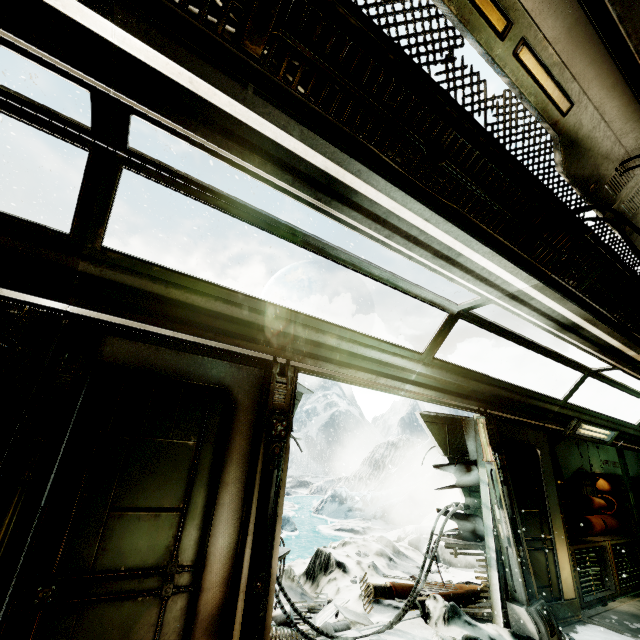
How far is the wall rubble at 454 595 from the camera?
4.5m

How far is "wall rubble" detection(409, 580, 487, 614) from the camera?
4.5m

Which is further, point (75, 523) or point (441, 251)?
point (441, 251)

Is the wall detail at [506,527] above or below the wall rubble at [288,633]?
above

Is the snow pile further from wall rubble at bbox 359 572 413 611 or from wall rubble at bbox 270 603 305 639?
wall rubble at bbox 270 603 305 639

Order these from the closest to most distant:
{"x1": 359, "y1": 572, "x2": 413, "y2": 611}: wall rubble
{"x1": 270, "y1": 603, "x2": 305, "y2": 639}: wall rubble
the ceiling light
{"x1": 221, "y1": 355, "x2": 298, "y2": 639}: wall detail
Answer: {"x1": 221, "y1": 355, "x2": 298, "y2": 639}: wall detail
{"x1": 270, "y1": 603, "x2": 305, "y2": 639}: wall rubble
{"x1": 359, "y1": 572, "x2": 413, "y2": 611}: wall rubble
the ceiling light

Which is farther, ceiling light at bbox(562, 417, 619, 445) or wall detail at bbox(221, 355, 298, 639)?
ceiling light at bbox(562, 417, 619, 445)

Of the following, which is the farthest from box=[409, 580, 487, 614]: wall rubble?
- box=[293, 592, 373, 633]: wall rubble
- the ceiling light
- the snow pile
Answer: the ceiling light
